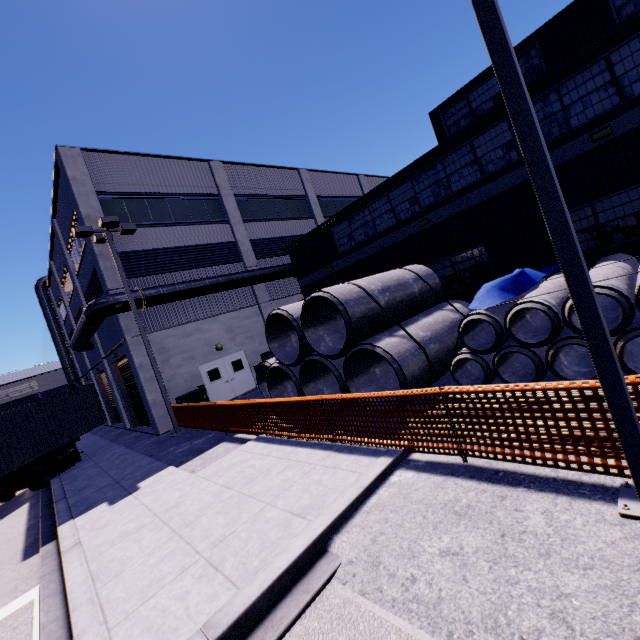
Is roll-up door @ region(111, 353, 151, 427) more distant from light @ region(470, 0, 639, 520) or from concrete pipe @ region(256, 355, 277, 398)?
light @ region(470, 0, 639, 520)

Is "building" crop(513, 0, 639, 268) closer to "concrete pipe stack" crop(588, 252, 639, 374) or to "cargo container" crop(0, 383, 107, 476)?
"concrete pipe stack" crop(588, 252, 639, 374)

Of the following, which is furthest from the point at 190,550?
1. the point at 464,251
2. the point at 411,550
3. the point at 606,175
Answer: the point at 606,175

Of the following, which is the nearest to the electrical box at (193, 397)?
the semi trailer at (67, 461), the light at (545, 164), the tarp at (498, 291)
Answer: the semi trailer at (67, 461)

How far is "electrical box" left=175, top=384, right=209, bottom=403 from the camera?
15.77m

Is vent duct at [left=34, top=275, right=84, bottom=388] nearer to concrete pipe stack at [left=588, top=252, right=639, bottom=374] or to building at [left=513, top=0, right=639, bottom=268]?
building at [left=513, top=0, right=639, bottom=268]

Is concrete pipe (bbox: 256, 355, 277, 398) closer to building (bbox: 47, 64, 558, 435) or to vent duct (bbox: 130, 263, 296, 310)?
building (bbox: 47, 64, 558, 435)

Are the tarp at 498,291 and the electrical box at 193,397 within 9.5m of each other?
no
